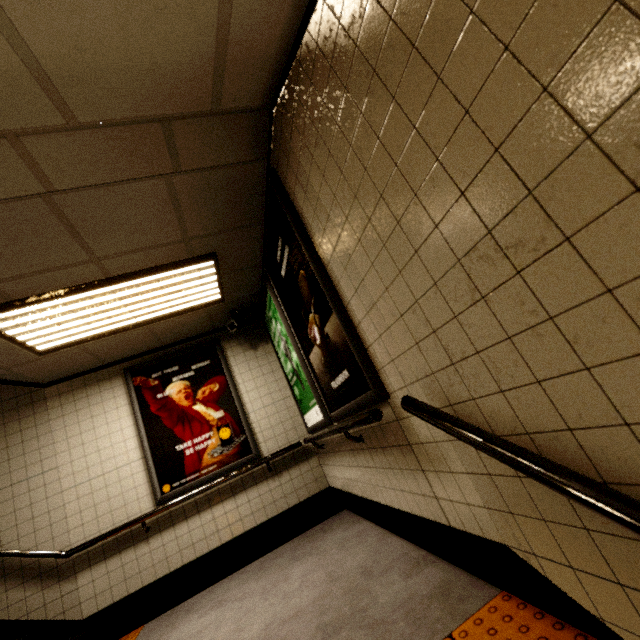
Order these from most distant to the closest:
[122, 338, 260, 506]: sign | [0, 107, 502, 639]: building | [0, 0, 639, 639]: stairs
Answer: [122, 338, 260, 506]: sign → [0, 107, 502, 639]: building → [0, 0, 639, 639]: stairs

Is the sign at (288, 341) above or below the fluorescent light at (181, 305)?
below

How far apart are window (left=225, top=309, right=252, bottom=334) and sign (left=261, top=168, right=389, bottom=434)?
1.1 meters

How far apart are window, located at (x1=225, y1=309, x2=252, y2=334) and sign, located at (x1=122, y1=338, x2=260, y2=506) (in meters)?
0.42

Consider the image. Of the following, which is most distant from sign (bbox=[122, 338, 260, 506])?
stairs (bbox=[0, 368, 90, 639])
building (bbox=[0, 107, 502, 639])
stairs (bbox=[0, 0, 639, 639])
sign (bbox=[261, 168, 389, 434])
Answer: stairs (bbox=[0, 0, 639, 639])

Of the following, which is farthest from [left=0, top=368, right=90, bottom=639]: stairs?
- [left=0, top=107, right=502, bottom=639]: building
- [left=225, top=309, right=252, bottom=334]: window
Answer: [left=225, top=309, right=252, bottom=334]: window

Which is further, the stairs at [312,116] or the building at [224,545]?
the building at [224,545]

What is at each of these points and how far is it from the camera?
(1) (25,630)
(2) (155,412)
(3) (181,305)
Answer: (1) stairs, 3.3 meters
(2) sign, 4.2 meters
(3) fluorescent light, 3.7 meters
